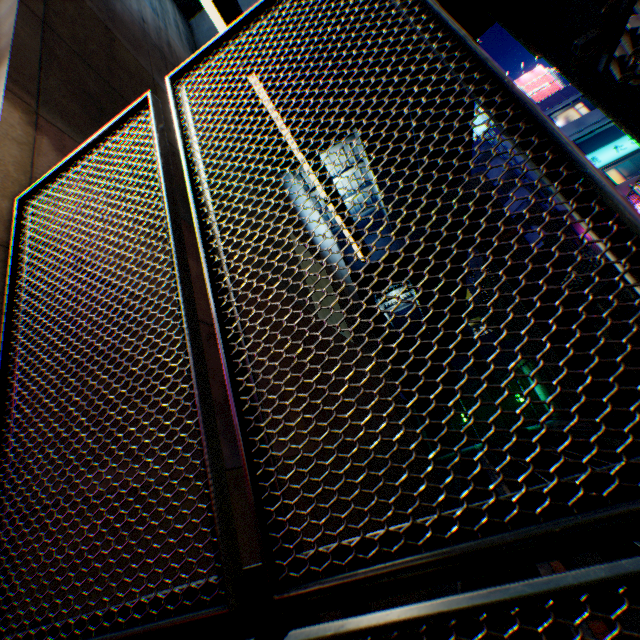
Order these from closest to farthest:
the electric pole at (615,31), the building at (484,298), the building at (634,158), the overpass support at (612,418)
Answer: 1. the electric pole at (615,31)
2. the overpass support at (612,418)
3. the building at (634,158)
4. the building at (484,298)

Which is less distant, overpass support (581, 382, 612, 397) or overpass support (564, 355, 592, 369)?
overpass support (581, 382, 612, 397)

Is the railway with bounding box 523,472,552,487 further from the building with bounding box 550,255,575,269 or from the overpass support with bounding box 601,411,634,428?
the building with bounding box 550,255,575,269

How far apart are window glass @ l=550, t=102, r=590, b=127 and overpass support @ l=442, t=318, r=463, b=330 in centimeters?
2625cm

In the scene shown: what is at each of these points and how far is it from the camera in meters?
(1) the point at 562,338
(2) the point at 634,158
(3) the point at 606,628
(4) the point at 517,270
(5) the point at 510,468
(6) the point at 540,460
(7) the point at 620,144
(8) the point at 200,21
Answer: (1) overpass support, 15.9 m
(2) building, 21.3 m
(3) railway, 4.0 m
(4) overpass support, 17.5 m
(5) railway, 23.7 m
(6) railway, 21.8 m
(7) sign, 21.2 m
(8) overpass support, 9.1 m

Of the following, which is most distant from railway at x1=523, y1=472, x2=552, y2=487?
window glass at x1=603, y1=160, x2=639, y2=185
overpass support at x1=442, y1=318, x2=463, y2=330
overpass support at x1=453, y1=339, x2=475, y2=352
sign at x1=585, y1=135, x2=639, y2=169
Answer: overpass support at x1=453, y1=339, x2=475, y2=352

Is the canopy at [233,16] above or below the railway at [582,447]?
above

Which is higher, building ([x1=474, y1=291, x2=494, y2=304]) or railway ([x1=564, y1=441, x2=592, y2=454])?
building ([x1=474, y1=291, x2=494, y2=304])
